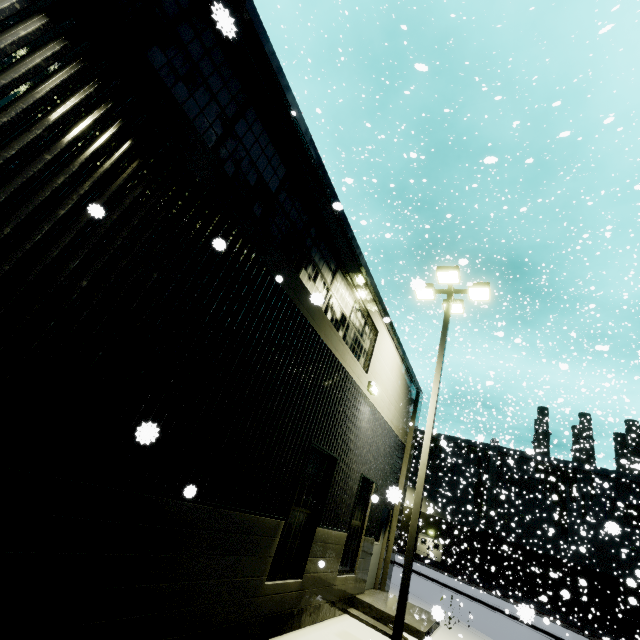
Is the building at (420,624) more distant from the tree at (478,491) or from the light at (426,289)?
the light at (426,289)

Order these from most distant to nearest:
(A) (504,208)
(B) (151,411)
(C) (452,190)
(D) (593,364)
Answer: (D) (593,364) → (C) (452,190) → (A) (504,208) → (B) (151,411)

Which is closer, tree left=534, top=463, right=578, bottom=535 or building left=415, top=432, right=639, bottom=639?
tree left=534, top=463, right=578, bottom=535

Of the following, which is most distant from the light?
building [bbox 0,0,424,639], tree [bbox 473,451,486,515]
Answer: tree [bbox 473,451,486,515]

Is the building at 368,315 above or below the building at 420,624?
above

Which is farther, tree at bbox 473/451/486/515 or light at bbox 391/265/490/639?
tree at bbox 473/451/486/515

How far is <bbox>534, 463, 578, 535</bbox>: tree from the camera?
30.40m
